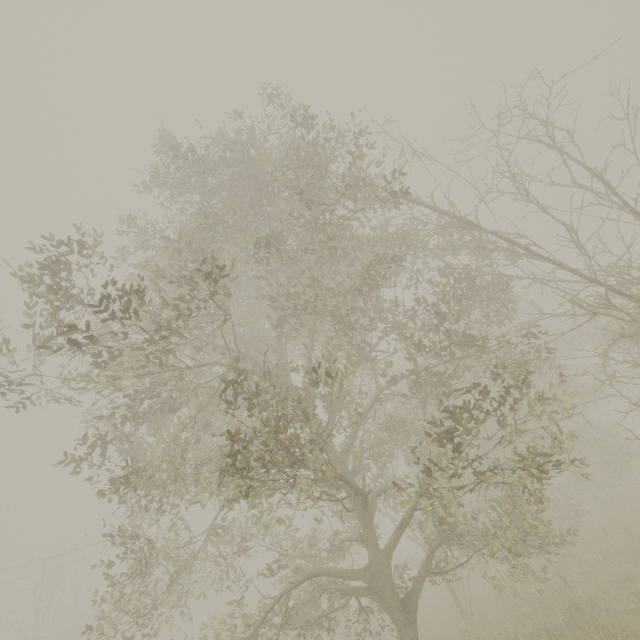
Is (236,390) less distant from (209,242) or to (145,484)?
(145,484)
